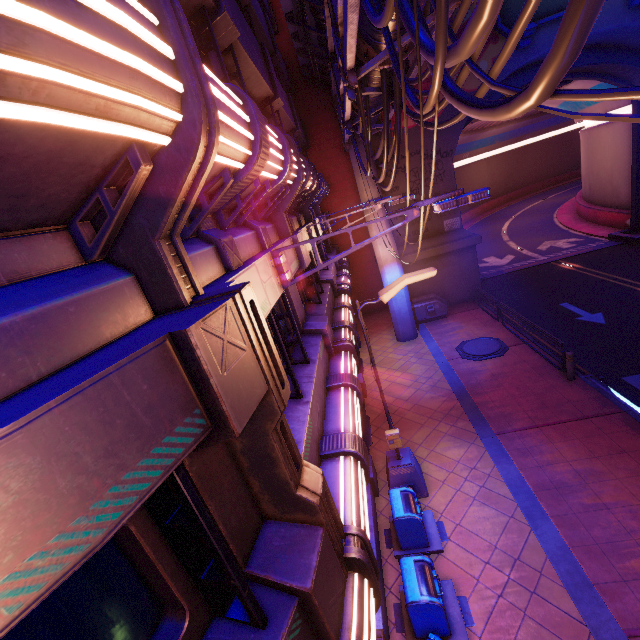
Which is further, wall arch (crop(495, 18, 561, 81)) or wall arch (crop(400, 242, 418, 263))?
wall arch (crop(400, 242, 418, 263))

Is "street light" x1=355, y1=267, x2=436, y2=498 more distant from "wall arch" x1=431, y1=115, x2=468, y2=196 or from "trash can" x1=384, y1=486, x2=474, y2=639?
"wall arch" x1=431, y1=115, x2=468, y2=196

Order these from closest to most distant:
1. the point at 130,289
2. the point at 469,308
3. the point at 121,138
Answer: the point at 121,138, the point at 130,289, the point at 469,308

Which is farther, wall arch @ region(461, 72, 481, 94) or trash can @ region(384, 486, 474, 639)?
wall arch @ region(461, 72, 481, 94)

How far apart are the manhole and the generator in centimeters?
318cm

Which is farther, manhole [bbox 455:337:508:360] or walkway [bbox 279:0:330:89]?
manhole [bbox 455:337:508:360]

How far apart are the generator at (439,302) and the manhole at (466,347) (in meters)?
3.18

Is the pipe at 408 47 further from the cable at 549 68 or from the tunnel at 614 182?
the tunnel at 614 182
